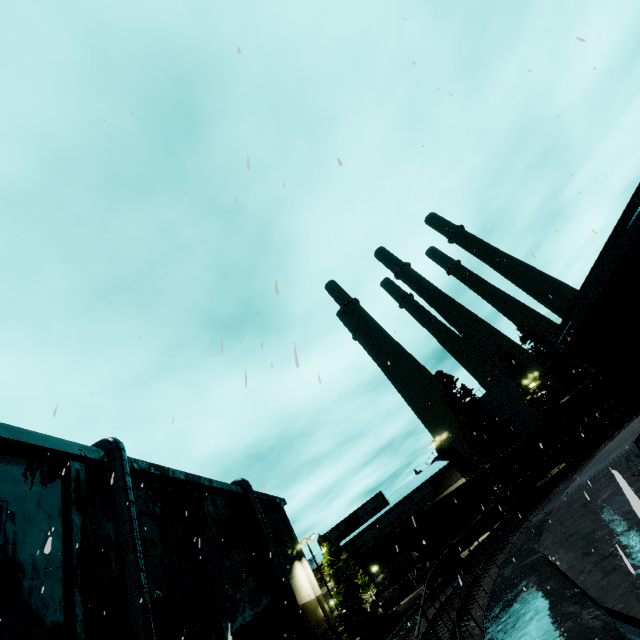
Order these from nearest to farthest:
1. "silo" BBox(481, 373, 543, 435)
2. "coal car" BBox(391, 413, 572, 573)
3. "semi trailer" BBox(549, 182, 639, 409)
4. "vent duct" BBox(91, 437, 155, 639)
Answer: "semi trailer" BBox(549, 182, 639, 409), "vent duct" BBox(91, 437, 155, 639), "coal car" BBox(391, 413, 572, 573), "silo" BBox(481, 373, 543, 435)

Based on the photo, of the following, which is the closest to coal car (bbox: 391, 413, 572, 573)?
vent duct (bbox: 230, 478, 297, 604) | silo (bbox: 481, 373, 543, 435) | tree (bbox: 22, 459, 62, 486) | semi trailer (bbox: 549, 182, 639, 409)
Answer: tree (bbox: 22, 459, 62, 486)

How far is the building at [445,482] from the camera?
36.4 meters

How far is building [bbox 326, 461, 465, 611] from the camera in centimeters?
3638cm

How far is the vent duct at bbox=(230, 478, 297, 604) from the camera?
27.16m

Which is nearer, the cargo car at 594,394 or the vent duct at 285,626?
the vent duct at 285,626

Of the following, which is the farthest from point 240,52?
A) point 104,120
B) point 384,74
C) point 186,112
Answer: point 104,120

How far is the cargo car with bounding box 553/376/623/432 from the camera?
36.6 meters
